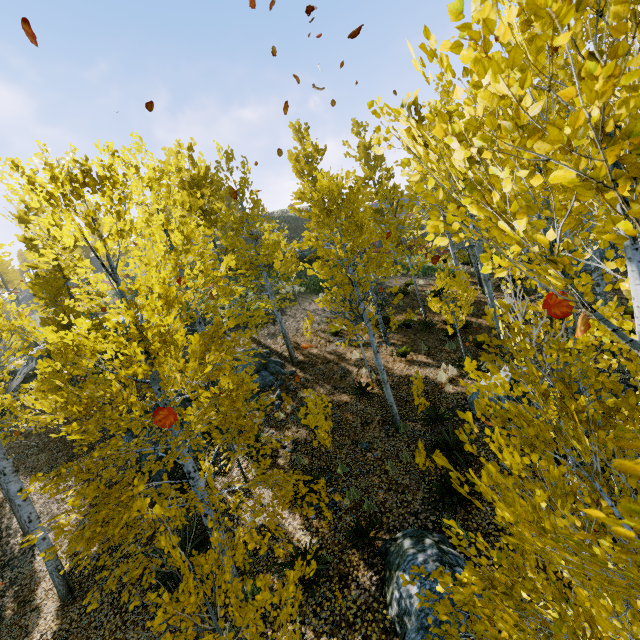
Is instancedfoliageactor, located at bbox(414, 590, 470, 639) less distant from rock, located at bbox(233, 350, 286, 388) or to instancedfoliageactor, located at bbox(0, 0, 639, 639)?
instancedfoliageactor, located at bbox(0, 0, 639, 639)

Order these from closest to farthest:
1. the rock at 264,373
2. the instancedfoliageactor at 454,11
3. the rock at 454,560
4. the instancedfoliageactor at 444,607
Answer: the instancedfoliageactor at 454,11 → the instancedfoliageactor at 444,607 → the rock at 454,560 → the rock at 264,373

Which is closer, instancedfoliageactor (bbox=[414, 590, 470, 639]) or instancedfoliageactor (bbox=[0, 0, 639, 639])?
instancedfoliageactor (bbox=[0, 0, 639, 639])

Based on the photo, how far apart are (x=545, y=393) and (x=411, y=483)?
6.1m

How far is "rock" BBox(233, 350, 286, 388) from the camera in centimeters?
1381cm

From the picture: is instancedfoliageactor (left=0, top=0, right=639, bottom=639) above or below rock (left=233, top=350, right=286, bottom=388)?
above

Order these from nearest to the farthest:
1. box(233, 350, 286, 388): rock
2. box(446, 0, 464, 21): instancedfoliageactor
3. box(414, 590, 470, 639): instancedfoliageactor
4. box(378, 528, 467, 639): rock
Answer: box(446, 0, 464, 21): instancedfoliageactor < box(414, 590, 470, 639): instancedfoliageactor < box(378, 528, 467, 639): rock < box(233, 350, 286, 388): rock

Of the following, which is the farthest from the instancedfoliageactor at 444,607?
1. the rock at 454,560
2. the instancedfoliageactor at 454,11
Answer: the rock at 454,560
